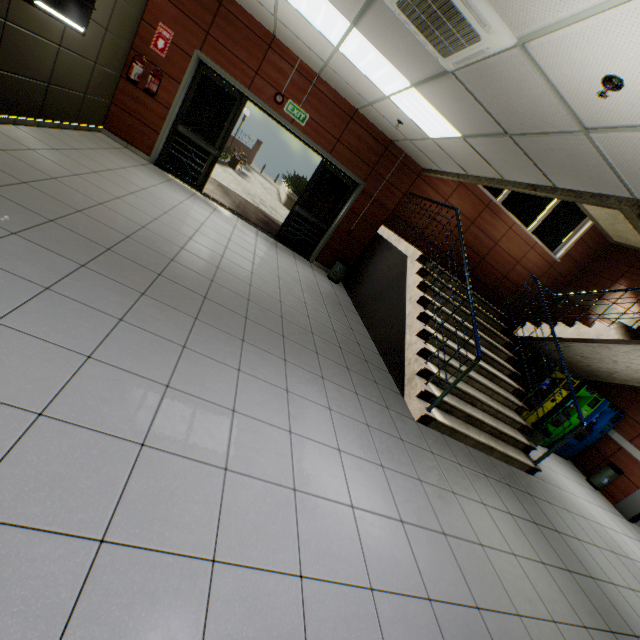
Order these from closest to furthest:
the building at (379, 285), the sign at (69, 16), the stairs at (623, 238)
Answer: the sign at (69, 16), the building at (379, 285), the stairs at (623, 238)

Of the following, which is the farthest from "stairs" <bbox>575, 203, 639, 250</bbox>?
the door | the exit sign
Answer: the exit sign

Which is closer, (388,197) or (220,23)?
(220,23)

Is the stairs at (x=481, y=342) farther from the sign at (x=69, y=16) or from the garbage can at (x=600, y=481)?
the sign at (x=69, y=16)

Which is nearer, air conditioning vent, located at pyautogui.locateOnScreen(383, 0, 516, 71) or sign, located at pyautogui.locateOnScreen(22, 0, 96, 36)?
air conditioning vent, located at pyautogui.locateOnScreen(383, 0, 516, 71)

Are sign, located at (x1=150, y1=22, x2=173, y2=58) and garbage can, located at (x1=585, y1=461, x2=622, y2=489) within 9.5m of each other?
no

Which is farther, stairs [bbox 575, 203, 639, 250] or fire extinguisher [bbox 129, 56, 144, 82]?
stairs [bbox 575, 203, 639, 250]

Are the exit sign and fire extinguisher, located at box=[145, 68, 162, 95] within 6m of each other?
yes
